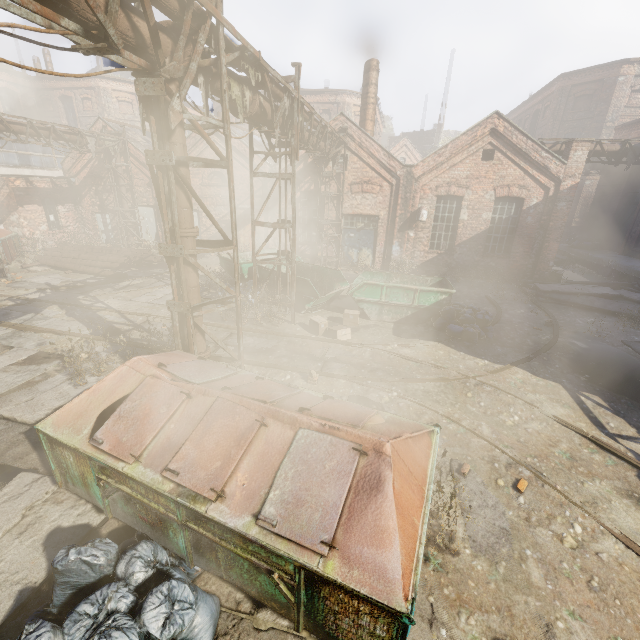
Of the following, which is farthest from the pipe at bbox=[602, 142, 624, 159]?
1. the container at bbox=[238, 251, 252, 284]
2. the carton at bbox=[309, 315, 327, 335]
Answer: the carton at bbox=[309, 315, 327, 335]

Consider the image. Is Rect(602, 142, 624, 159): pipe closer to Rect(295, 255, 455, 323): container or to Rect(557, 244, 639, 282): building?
Rect(557, 244, 639, 282): building

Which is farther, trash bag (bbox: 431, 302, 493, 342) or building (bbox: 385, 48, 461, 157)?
building (bbox: 385, 48, 461, 157)

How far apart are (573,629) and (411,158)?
40.2m

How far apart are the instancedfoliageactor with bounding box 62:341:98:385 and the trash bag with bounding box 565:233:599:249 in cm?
2744

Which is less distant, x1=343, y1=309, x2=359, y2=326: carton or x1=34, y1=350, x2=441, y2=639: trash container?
x1=34, y1=350, x2=441, y2=639: trash container

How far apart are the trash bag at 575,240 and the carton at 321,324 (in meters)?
21.16

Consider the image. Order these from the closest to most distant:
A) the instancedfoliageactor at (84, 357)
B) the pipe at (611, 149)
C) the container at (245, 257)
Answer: the instancedfoliageactor at (84, 357) < the container at (245, 257) < the pipe at (611, 149)
